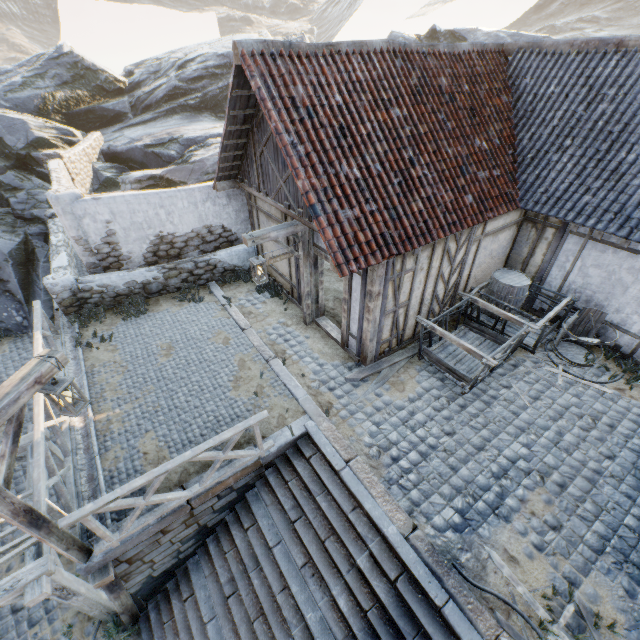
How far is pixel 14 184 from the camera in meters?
13.6

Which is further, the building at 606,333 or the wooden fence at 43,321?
the building at 606,333

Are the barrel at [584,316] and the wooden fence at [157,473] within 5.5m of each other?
no

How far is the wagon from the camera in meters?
7.0

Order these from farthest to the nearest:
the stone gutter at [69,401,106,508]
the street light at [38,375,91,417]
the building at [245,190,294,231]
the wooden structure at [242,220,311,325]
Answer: the building at [245,190,294,231] → the wooden structure at [242,220,311,325] → the stone gutter at [69,401,106,508] → the street light at [38,375,91,417]

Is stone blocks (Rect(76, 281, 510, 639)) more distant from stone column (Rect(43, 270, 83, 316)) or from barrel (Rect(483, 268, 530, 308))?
barrel (Rect(483, 268, 530, 308))

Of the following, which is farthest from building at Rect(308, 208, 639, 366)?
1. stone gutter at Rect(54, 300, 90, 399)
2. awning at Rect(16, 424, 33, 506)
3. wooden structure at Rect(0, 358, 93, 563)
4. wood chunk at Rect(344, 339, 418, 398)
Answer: awning at Rect(16, 424, 33, 506)

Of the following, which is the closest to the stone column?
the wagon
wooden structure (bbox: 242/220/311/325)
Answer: wooden structure (bbox: 242/220/311/325)
